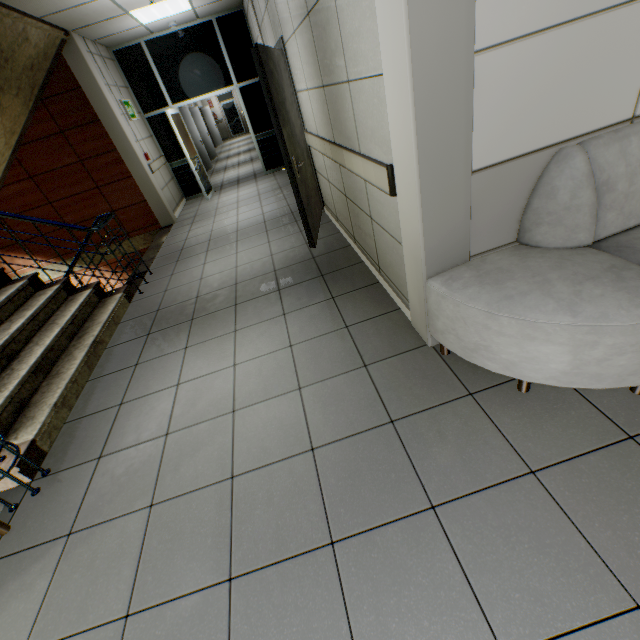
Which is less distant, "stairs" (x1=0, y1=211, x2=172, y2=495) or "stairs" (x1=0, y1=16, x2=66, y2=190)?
"stairs" (x1=0, y1=211, x2=172, y2=495)

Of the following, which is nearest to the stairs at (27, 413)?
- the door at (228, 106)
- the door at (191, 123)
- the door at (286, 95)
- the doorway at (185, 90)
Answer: the doorway at (185, 90)

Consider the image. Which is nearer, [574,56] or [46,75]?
[574,56]

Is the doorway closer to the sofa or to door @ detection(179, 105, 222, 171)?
door @ detection(179, 105, 222, 171)

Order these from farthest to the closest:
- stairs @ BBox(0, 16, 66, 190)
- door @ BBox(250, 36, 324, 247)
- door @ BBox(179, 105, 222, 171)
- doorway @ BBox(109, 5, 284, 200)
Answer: door @ BBox(179, 105, 222, 171), doorway @ BBox(109, 5, 284, 200), stairs @ BBox(0, 16, 66, 190), door @ BBox(250, 36, 324, 247)

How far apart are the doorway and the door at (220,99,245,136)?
16.00m

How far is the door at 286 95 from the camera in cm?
312

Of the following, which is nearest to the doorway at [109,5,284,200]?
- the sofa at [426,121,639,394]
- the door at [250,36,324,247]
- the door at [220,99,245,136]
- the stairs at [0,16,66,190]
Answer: the stairs at [0,16,66,190]
